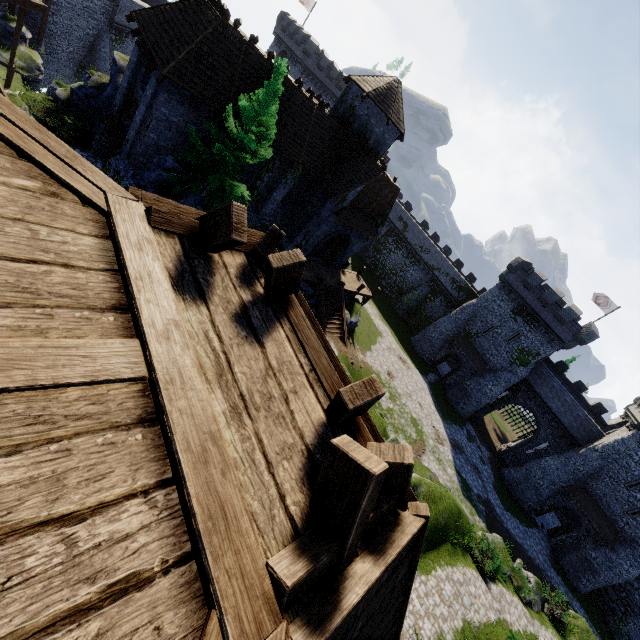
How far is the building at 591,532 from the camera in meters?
33.2 m

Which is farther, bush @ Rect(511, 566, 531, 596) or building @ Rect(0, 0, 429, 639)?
bush @ Rect(511, 566, 531, 596)

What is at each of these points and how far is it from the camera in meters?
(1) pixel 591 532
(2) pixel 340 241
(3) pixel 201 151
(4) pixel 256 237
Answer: (1) building, 33.1
(2) double door, 28.8
(3) tree, 16.7
(4) building, 3.4

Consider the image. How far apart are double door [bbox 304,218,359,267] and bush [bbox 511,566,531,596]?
26.3 meters

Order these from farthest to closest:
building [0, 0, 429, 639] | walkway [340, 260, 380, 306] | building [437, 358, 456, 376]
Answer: building [437, 358, 456, 376] < walkway [340, 260, 380, 306] < building [0, 0, 429, 639]

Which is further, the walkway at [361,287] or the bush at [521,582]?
the walkway at [361,287]

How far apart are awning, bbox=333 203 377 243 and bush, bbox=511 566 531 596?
26.1 meters

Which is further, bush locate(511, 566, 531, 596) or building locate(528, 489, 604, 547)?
building locate(528, 489, 604, 547)
